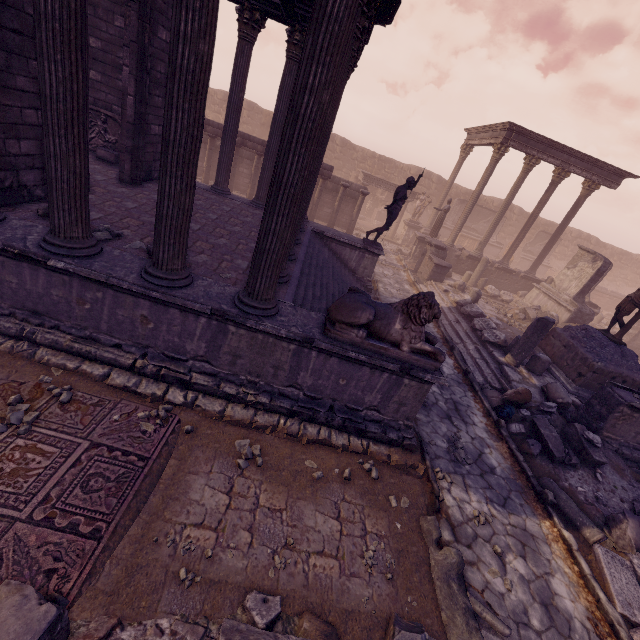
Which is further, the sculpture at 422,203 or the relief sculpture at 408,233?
the sculpture at 422,203

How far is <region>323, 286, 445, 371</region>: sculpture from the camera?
4.8 meters

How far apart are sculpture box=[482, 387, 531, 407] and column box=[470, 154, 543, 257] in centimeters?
1254cm

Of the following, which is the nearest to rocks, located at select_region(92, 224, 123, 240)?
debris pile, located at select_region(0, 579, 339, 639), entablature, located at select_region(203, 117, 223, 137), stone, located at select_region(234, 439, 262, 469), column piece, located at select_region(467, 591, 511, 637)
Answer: stone, located at select_region(234, 439, 262, 469)

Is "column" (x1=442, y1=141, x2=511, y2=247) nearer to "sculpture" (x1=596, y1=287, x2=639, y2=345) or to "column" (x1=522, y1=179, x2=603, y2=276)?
"column" (x1=522, y1=179, x2=603, y2=276)

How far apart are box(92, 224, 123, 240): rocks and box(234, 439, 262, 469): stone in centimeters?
397cm

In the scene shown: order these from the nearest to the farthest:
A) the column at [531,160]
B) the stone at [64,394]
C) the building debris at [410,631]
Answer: the building debris at [410,631] → the stone at [64,394] → the column at [531,160]

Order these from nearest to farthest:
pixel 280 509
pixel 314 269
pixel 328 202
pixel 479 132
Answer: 1. pixel 280 509
2. pixel 314 269
3. pixel 328 202
4. pixel 479 132
